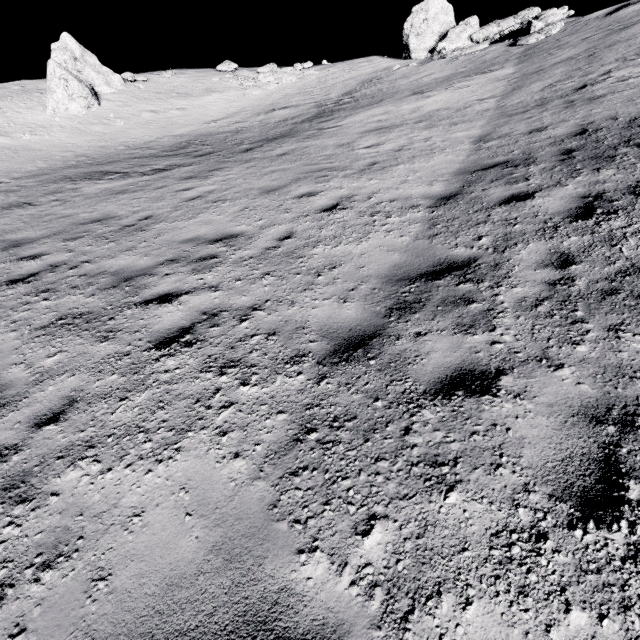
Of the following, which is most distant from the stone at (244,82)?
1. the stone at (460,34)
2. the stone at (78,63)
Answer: the stone at (460,34)

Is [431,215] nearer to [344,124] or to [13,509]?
[13,509]

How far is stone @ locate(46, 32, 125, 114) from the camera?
18.2 meters

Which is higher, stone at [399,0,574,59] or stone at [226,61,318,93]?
stone at [399,0,574,59]

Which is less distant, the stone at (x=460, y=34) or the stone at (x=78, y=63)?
the stone at (x=460, y=34)

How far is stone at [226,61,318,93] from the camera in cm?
2302

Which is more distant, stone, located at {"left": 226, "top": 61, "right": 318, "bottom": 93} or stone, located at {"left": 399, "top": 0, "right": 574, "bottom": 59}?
stone, located at {"left": 226, "top": 61, "right": 318, "bottom": 93}

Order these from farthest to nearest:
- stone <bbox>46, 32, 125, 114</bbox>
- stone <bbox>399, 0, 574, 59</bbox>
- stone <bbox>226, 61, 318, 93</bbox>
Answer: stone <bbox>226, 61, 318, 93</bbox>
stone <bbox>46, 32, 125, 114</bbox>
stone <bbox>399, 0, 574, 59</bbox>
